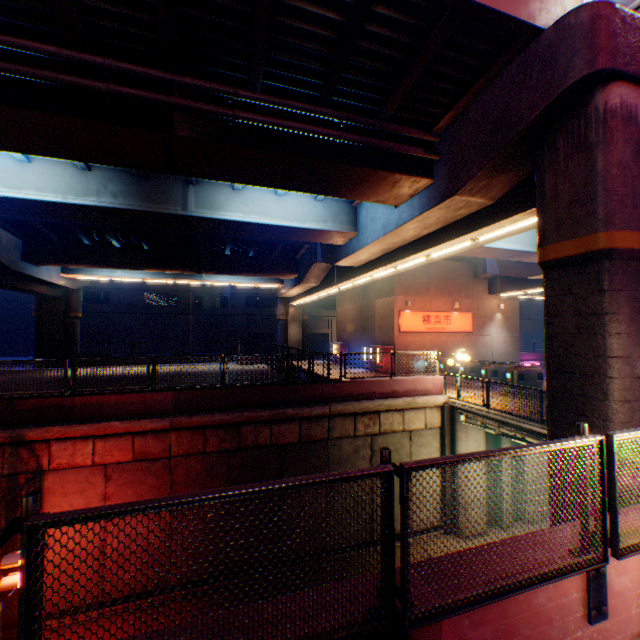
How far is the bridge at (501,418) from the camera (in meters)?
11.12

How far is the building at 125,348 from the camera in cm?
3953

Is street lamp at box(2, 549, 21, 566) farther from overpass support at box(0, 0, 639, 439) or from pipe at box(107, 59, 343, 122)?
pipe at box(107, 59, 343, 122)

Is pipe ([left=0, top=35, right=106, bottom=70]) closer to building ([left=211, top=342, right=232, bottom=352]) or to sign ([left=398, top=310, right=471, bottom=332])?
sign ([left=398, top=310, right=471, bottom=332])

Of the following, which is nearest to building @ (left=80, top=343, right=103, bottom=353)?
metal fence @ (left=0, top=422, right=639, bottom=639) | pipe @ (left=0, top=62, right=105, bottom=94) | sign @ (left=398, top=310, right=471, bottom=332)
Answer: metal fence @ (left=0, top=422, right=639, bottom=639)

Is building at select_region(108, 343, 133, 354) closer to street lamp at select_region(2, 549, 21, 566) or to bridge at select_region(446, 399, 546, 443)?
bridge at select_region(446, 399, 546, 443)

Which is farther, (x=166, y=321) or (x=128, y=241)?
(x=166, y=321)

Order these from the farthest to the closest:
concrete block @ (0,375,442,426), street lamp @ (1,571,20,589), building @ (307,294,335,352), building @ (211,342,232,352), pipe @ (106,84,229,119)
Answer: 1. building @ (307,294,335,352)
2. building @ (211,342,232,352)
3. concrete block @ (0,375,442,426)
4. street lamp @ (1,571,20,589)
5. pipe @ (106,84,229,119)
